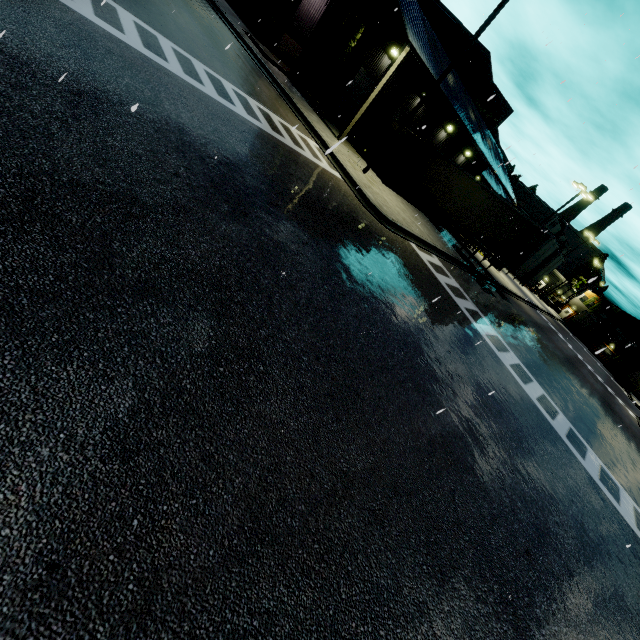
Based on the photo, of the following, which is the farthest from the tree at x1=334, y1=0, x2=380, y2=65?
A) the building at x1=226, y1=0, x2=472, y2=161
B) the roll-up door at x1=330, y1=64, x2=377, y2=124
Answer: the roll-up door at x1=330, y1=64, x2=377, y2=124

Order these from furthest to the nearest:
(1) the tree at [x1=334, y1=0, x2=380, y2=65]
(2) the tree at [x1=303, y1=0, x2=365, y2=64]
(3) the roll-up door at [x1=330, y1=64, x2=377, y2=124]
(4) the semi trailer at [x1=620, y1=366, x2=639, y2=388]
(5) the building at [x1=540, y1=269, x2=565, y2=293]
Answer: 1. (5) the building at [x1=540, y1=269, x2=565, y2=293]
2. (4) the semi trailer at [x1=620, y1=366, x2=639, y2=388]
3. (3) the roll-up door at [x1=330, y1=64, x2=377, y2=124]
4. (1) the tree at [x1=334, y1=0, x2=380, y2=65]
5. (2) the tree at [x1=303, y1=0, x2=365, y2=64]

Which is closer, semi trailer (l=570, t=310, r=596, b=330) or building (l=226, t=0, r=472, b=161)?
building (l=226, t=0, r=472, b=161)

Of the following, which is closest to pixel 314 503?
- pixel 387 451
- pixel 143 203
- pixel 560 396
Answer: pixel 387 451

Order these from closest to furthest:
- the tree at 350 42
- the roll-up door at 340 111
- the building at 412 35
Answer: the building at 412 35 < the tree at 350 42 < the roll-up door at 340 111

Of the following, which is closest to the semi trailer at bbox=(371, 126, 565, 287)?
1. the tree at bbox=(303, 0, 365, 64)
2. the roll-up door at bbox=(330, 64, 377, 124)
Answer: the tree at bbox=(303, 0, 365, 64)

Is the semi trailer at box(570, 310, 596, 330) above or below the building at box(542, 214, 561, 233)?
below

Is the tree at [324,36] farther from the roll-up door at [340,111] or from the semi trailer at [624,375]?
the roll-up door at [340,111]
